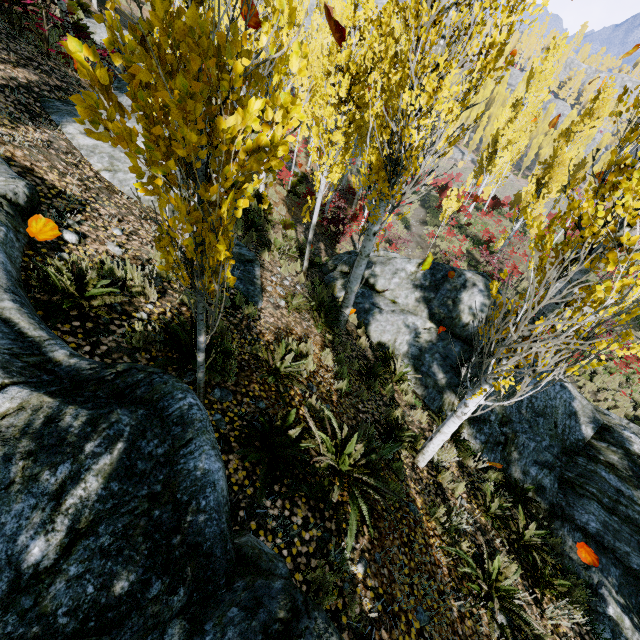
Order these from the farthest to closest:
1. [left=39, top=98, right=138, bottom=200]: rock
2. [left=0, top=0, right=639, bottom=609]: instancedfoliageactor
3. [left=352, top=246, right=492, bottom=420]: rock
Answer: [left=352, top=246, right=492, bottom=420]: rock
[left=39, top=98, right=138, bottom=200]: rock
[left=0, top=0, right=639, bottom=609]: instancedfoliageactor

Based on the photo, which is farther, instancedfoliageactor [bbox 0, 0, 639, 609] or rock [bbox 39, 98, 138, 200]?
rock [bbox 39, 98, 138, 200]

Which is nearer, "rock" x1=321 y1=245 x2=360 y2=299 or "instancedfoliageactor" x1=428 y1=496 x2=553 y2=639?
"instancedfoliageactor" x1=428 y1=496 x2=553 y2=639

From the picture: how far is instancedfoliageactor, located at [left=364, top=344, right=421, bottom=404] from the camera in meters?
6.7

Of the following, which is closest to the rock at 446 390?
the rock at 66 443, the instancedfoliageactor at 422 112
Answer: the instancedfoliageactor at 422 112

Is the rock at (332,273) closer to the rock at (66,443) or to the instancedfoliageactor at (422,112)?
the instancedfoliageactor at (422,112)

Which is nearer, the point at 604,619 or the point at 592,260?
the point at 592,260

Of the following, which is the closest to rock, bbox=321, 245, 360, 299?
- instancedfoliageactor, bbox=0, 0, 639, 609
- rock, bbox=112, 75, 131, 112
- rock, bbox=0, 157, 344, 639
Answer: instancedfoliageactor, bbox=0, 0, 639, 609
